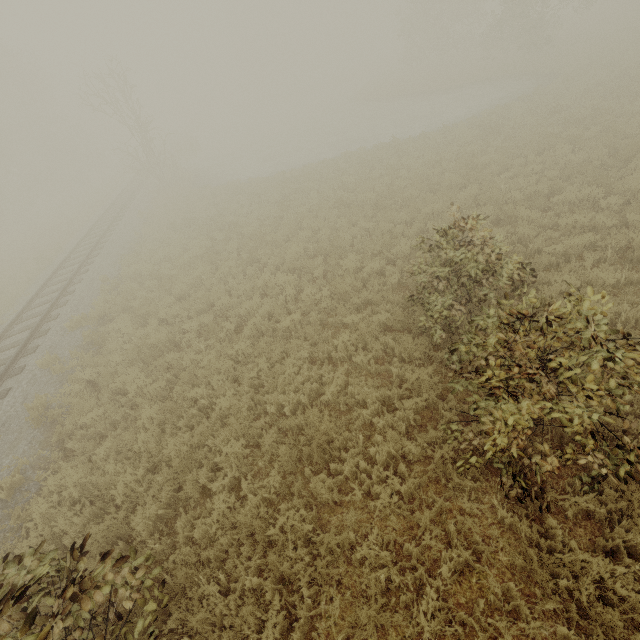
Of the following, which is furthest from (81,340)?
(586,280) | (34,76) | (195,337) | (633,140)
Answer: (34,76)

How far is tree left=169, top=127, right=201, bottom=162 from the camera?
37.9 meters

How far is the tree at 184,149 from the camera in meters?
37.9 m

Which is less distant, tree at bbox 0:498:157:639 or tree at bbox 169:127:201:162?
tree at bbox 0:498:157:639

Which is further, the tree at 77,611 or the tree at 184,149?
the tree at 184,149
